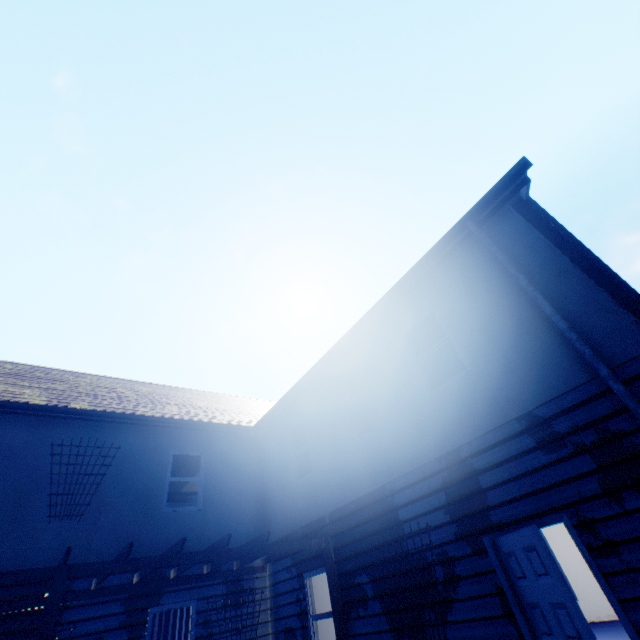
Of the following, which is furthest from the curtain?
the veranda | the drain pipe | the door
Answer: the drain pipe

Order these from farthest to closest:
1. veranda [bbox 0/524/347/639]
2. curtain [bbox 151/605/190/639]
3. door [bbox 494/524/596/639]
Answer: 1. curtain [bbox 151/605/190/639]
2. veranda [bbox 0/524/347/639]
3. door [bbox 494/524/596/639]

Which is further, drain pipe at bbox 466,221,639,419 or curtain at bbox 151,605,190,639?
curtain at bbox 151,605,190,639

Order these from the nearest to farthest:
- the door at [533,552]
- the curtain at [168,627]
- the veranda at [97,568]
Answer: the door at [533,552] → the veranda at [97,568] → the curtain at [168,627]

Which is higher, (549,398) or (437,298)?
(437,298)

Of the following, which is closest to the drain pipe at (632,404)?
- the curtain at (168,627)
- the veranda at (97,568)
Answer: the veranda at (97,568)

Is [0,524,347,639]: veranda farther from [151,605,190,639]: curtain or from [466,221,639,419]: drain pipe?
[466,221,639,419]: drain pipe
